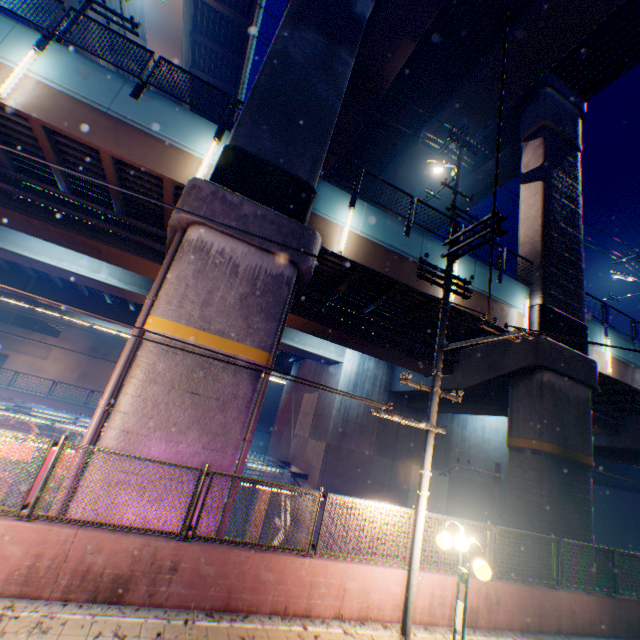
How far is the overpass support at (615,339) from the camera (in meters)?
16.44

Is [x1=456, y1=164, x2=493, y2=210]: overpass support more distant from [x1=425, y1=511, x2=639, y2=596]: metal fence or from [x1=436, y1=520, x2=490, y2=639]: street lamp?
[x1=436, y1=520, x2=490, y2=639]: street lamp

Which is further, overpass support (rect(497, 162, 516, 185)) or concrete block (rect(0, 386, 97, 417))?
concrete block (rect(0, 386, 97, 417))

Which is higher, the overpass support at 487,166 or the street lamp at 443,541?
the overpass support at 487,166

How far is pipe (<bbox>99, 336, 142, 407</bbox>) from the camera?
7.5 meters

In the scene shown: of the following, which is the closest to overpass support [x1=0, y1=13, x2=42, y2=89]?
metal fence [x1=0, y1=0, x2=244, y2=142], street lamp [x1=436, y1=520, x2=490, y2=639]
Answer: metal fence [x1=0, y1=0, x2=244, y2=142]

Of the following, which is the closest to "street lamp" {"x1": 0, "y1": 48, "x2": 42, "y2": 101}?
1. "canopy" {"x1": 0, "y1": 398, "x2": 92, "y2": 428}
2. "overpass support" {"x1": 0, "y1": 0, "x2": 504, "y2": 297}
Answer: "overpass support" {"x1": 0, "y1": 0, "x2": 504, "y2": 297}

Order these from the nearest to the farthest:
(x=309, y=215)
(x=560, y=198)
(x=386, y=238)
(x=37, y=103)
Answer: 1. (x=37, y=103)
2. (x=309, y=215)
3. (x=386, y=238)
4. (x=560, y=198)
